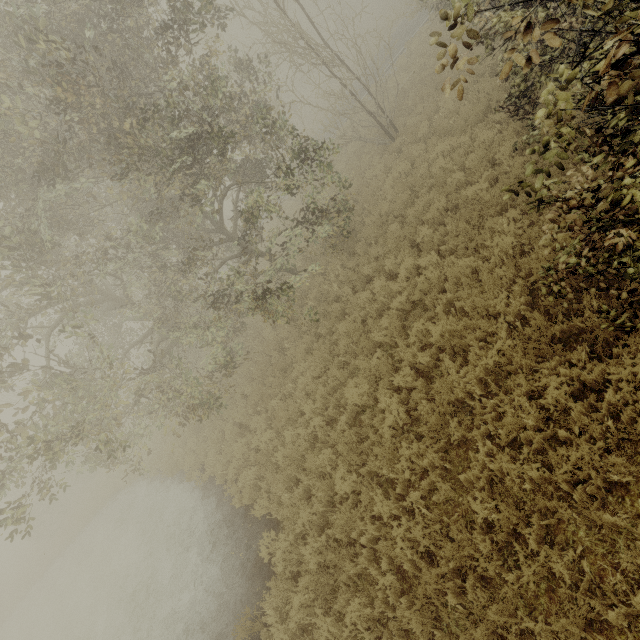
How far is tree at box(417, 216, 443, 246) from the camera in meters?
8.2

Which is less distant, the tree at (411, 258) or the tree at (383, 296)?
the tree at (411, 258)

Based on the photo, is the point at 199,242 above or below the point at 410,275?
above

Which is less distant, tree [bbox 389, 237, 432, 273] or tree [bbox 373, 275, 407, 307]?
tree [bbox 389, 237, 432, 273]

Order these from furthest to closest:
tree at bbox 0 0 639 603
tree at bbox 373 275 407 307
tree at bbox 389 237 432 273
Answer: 1. tree at bbox 373 275 407 307
2. tree at bbox 389 237 432 273
3. tree at bbox 0 0 639 603

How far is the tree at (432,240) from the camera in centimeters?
825cm
